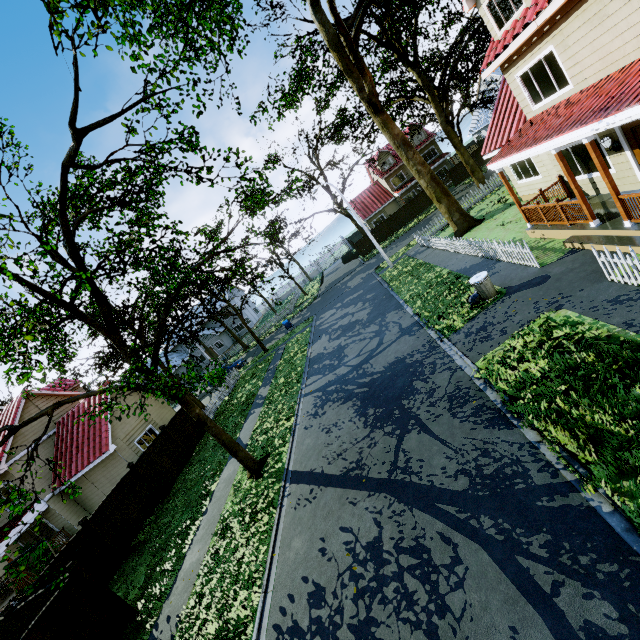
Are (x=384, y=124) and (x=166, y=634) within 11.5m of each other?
no

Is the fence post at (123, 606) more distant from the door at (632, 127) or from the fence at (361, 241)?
the door at (632, 127)

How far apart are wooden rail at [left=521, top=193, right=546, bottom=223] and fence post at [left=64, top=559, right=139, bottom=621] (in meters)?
18.37

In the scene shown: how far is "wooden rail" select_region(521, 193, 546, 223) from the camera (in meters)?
12.05

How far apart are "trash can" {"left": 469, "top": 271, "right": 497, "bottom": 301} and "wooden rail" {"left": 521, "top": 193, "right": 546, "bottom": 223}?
3.1 meters

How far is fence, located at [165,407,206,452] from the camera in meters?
19.0 m

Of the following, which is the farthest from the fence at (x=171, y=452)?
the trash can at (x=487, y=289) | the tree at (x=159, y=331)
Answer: the trash can at (x=487, y=289)

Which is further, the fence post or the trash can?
the trash can
